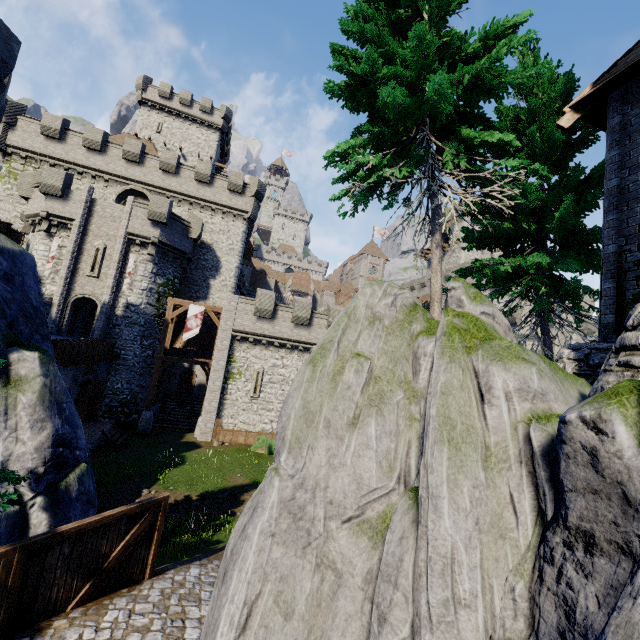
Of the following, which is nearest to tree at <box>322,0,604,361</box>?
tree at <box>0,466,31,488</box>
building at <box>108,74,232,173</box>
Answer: tree at <box>0,466,31,488</box>

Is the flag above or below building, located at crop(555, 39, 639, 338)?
below

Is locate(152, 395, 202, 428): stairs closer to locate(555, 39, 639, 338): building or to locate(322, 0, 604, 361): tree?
locate(322, 0, 604, 361): tree

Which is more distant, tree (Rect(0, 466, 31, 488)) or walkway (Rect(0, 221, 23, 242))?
walkway (Rect(0, 221, 23, 242))

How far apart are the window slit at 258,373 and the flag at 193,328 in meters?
4.9 m

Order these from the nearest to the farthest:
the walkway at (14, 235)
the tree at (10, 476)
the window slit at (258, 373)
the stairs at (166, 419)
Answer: the tree at (10, 476) → the walkway at (14, 235) → the window slit at (258, 373) → the stairs at (166, 419)

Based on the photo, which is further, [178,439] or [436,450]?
[178,439]

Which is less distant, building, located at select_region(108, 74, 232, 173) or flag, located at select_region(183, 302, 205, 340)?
flag, located at select_region(183, 302, 205, 340)
